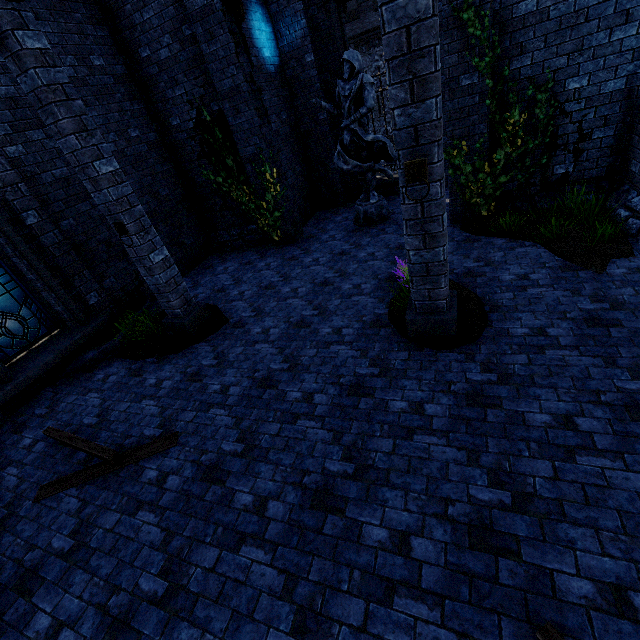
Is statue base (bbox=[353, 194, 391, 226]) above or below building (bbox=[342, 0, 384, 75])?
below

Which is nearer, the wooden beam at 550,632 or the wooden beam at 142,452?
the wooden beam at 550,632

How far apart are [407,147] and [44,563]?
6.1 meters

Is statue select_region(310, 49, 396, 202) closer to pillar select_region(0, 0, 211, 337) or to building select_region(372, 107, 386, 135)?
pillar select_region(0, 0, 211, 337)

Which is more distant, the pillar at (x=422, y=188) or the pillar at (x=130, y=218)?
the pillar at (x=130, y=218)

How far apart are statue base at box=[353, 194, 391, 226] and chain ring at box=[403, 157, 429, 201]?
5.8 meters

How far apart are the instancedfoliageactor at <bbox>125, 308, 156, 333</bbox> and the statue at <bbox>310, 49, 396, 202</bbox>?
6.34m

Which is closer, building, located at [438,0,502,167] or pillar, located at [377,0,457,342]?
pillar, located at [377,0,457,342]
